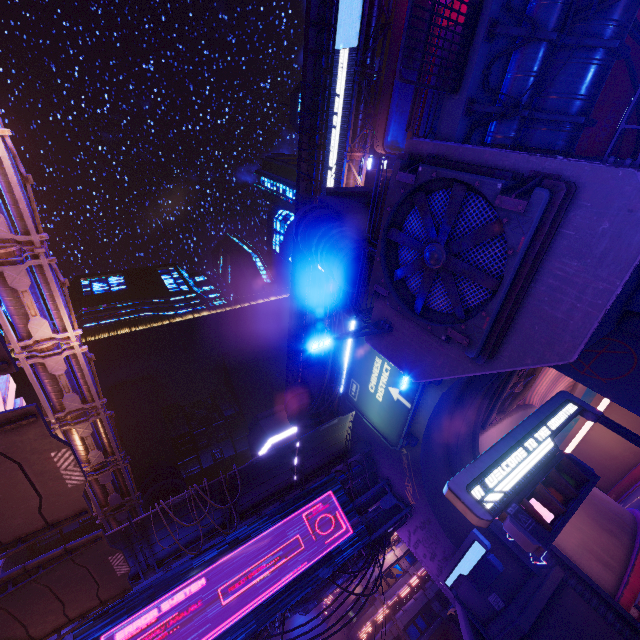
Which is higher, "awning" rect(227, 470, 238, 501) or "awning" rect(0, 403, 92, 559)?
"awning" rect(227, 470, 238, 501)

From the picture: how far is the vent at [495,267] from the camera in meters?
6.6 m

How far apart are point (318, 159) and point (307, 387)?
30.4 meters

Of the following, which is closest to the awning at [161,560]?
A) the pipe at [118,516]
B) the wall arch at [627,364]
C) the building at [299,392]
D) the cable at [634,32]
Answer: the wall arch at [627,364]

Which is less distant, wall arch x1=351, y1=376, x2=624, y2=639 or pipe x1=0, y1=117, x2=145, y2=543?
pipe x1=0, y1=117, x2=145, y2=543

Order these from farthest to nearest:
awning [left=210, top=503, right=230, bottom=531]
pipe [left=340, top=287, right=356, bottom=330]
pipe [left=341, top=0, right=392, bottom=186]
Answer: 1. pipe [left=341, top=0, right=392, bottom=186]
2. pipe [left=340, top=287, right=356, bottom=330]
3. awning [left=210, top=503, right=230, bottom=531]

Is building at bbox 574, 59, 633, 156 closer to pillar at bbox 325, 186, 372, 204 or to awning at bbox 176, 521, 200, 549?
pillar at bbox 325, 186, 372, 204

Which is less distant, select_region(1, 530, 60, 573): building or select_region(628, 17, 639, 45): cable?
select_region(628, 17, 639, 45): cable
